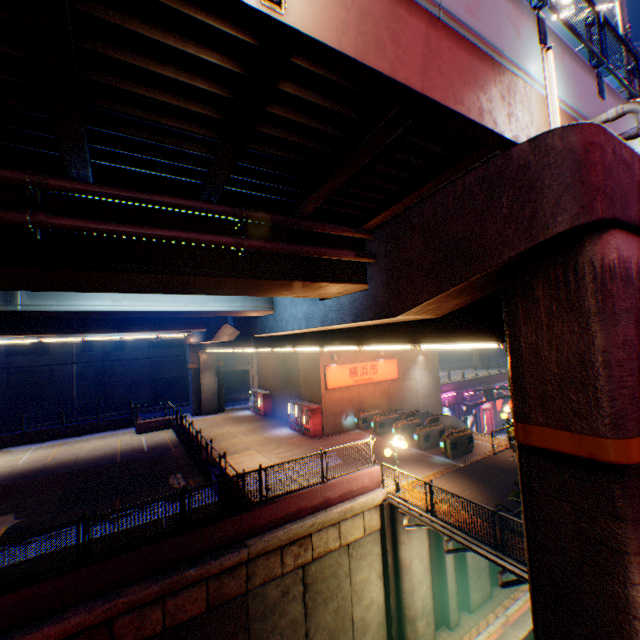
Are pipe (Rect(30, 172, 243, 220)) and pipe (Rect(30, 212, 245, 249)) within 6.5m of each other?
yes

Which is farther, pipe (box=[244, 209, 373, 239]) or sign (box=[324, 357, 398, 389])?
sign (box=[324, 357, 398, 389])

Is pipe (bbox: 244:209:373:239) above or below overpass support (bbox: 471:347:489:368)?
above

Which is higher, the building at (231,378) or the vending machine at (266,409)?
the building at (231,378)

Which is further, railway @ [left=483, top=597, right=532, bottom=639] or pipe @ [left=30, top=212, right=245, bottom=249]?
railway @ [left=483, top=597, right=532, bottom=639]

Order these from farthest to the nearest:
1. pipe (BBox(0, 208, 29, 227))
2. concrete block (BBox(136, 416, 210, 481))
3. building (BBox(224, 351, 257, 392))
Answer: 1. building (BBox(224, 351, 257, 392))
2. concrete block (BBox(136, 416, 210, 481))
3. pipe (BBox(0, 208, 29, 227))

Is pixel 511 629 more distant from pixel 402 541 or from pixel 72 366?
pixel 72 366

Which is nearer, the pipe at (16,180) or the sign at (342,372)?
the pipe at (16,180)
